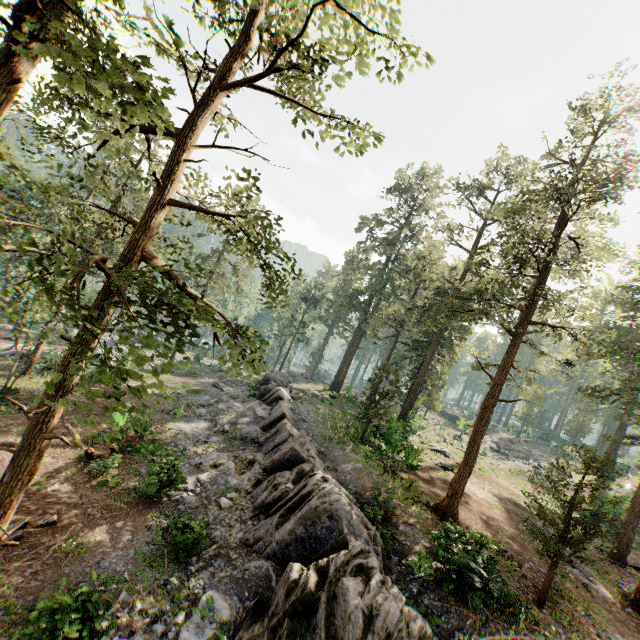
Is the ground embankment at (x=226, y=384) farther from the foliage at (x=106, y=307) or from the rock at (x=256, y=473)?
the foliage at (x=106, y=307)

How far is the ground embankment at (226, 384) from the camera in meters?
33.8

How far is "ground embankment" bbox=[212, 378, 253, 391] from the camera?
33.8 meters

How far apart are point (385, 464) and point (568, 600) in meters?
9.8

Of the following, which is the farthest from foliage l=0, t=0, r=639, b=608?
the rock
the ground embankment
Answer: the ground embankment

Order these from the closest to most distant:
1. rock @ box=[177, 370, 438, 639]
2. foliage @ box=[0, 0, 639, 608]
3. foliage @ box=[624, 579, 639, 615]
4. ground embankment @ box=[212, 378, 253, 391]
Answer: foliage @ box=[0, 0, 639, 608]
rock @ box=[177, 370, 438, 639]
foliage @ box=[624, 579, 639, 615]
ground embankment @ box=[212, 378, 253, 391]
